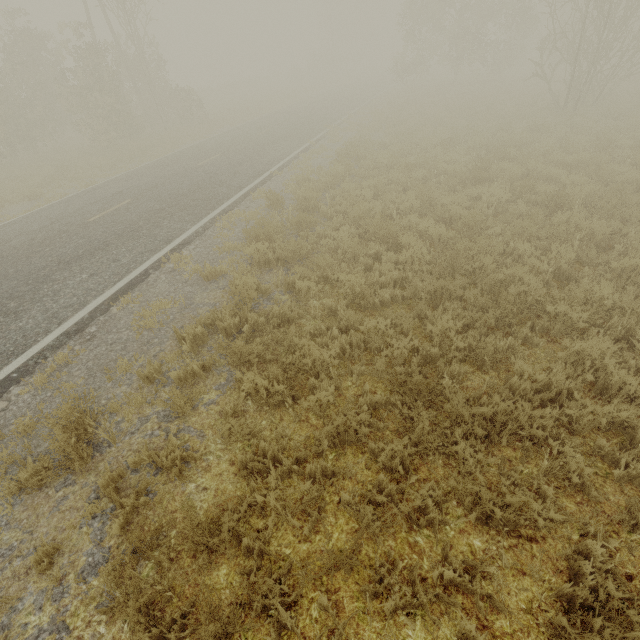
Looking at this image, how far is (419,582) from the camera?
2.9m
